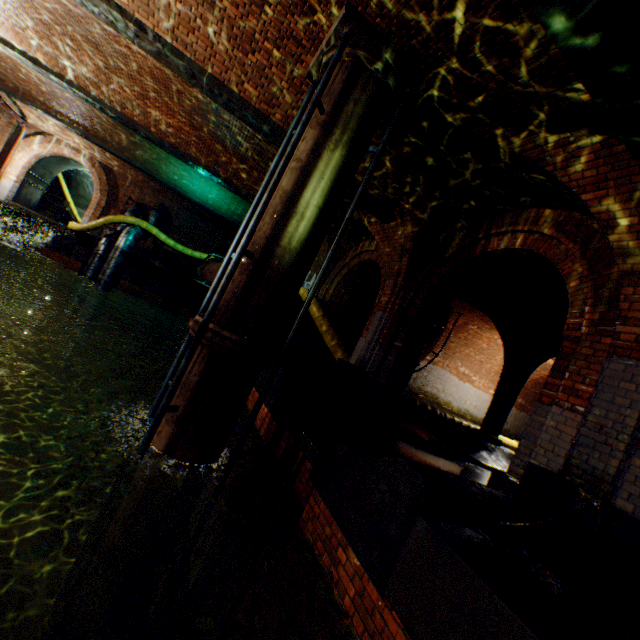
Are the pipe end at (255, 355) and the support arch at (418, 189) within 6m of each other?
yes

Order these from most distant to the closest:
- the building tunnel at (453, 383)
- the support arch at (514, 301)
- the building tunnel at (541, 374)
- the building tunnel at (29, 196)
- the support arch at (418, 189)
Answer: the building tunnel at (29, 196), the building tunnel at (541, 374), the building tunnel at (453, 383), the support arch at (514, 301), the support arch at (418, 189)

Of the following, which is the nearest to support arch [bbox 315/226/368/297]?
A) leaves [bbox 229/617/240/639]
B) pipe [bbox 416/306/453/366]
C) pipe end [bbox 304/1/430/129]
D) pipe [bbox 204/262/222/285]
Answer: pipe [bbox 204/262/222/285]

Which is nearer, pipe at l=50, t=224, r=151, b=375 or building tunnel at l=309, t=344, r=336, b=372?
building tunnel at l=309, t=344, r=336, b=372

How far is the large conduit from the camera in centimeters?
990cm

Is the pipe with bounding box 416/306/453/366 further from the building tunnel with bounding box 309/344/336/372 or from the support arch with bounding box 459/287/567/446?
the support arch with bounding box 459/287/567/446

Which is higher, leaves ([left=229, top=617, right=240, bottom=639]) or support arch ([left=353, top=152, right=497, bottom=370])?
support arch ([left=353, top=152, right=497, bottom=370])

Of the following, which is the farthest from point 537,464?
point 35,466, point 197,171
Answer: point 197,171
